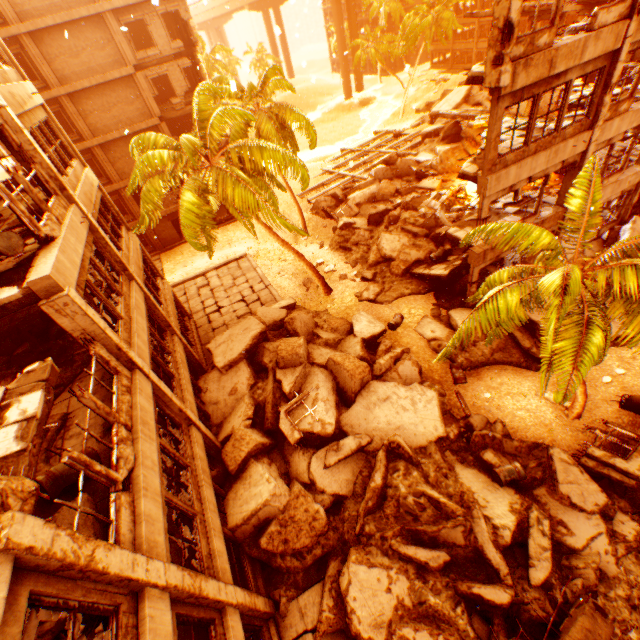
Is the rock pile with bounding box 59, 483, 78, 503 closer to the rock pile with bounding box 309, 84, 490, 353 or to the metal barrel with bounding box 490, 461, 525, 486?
the rock pile with bounding box 309, 84, 490, 353

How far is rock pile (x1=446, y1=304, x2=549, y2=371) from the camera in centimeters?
1313cm

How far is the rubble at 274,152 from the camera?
13.2m

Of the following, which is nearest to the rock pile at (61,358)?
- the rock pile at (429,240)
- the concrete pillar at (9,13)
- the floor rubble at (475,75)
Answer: the rock pile at (429,240)

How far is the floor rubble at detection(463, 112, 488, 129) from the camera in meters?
22.2

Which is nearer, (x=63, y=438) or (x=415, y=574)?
(x=63, y=438)

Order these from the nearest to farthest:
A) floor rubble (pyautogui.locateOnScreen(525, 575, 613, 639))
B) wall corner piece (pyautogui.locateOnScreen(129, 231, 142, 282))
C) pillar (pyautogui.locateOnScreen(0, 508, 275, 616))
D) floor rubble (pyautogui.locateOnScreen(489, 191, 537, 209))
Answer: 1. pillar (pyautogui.locateOnScreen(0, 508, 275, 616))
2. floor rubble (pyautogui.locateOnScreen(525, 575, 613, 639))
3. wall corner piece (pyautogui.locateOnScreen(129, 231, 142, 282))
4. floor rubble (pyautogui.locateOnScreen(489, 191, 537, 209))

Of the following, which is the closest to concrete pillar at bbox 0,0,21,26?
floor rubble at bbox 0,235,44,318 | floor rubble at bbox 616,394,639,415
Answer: floor rubble at bbox 0,235,44,318
